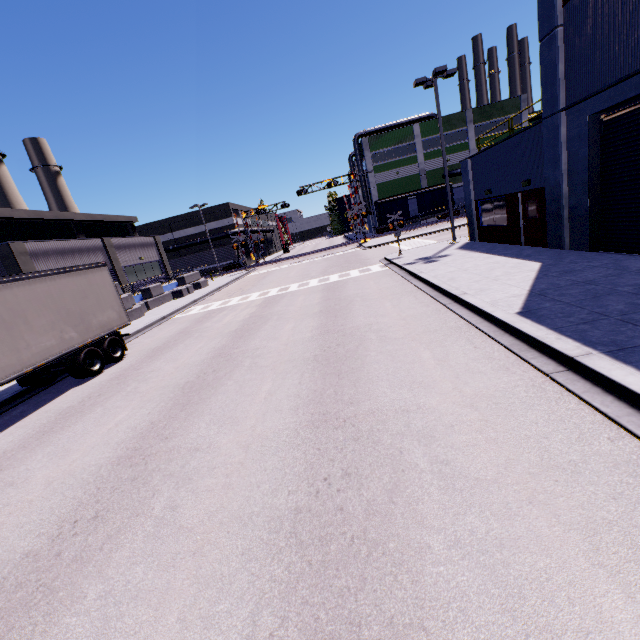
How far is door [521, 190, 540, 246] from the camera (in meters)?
14.13

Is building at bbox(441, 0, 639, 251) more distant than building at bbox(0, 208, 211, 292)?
No

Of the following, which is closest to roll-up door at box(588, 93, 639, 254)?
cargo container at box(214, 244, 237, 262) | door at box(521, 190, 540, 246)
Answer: door at box(521, 190, 540, 246)

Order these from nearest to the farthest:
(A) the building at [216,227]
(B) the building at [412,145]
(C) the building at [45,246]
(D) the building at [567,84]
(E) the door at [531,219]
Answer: (D) the building at [567,84] < (E) the door at [531,219] < (C) the building at [45,246] < (B) the building at [412,145] < (A) the building at [216,227]

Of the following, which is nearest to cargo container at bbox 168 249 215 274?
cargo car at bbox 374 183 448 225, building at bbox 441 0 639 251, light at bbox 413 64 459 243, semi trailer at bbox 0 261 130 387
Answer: building at bbox 441 0 639 251

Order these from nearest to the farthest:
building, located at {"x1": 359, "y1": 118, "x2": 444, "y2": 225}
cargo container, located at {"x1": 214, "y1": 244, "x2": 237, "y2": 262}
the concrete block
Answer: the concrete block
building, located at {"x1": 359, "y1": 118, "x2": 444, "y2": 225}
cargo container, located at {"x1": 214, "y1": 244, "x2": 237, "y2": 262}

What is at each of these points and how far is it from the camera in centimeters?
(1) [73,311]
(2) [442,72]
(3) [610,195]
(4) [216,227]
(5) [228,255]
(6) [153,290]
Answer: (1) semi trailer, 1147cm
(2) light, 1844cm
(3) roll-up door, 1060cm
(4) building, 5472cm
(5) cargo container, 5128cm
(6) concrete block, 2730cm

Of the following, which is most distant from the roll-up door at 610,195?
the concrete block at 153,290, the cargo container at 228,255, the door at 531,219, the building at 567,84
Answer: the cargo container at 228,255
